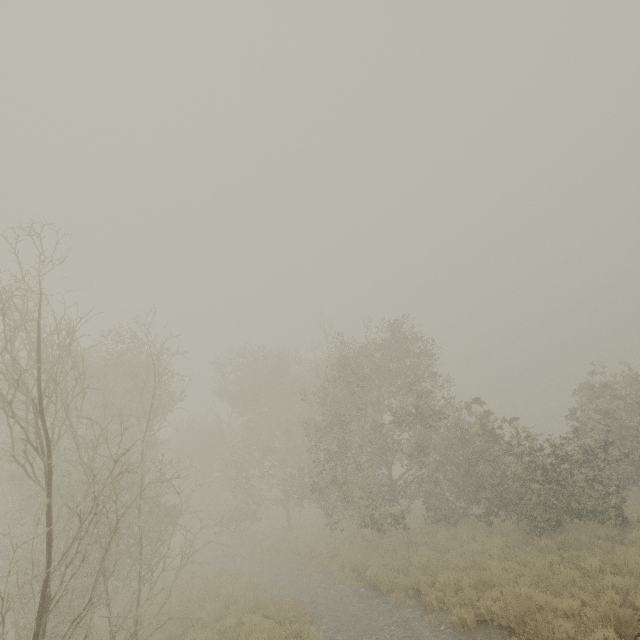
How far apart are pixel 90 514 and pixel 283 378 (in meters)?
23.24
